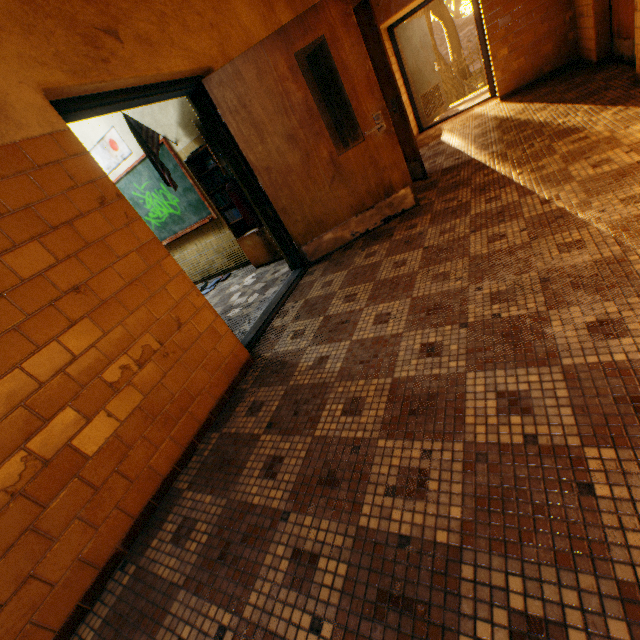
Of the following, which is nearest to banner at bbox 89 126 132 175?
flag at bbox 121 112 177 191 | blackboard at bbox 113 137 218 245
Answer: blackboard at bbox 113 137 218 245

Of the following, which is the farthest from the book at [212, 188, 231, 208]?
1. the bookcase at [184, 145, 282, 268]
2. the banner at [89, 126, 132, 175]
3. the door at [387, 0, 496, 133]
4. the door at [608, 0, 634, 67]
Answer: the door at [387, 0, 496, 133]

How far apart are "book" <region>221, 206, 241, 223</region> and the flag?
0.4m

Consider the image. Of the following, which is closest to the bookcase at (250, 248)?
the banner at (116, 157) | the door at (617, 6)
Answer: the banner at (116, 157)

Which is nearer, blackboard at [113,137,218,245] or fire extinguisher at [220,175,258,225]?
fire extinguisher at [220,175,258,225]

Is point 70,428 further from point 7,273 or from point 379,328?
point 379,328

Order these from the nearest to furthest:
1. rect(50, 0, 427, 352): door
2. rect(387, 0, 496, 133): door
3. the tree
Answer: rect(50, 0, 427, 352): door → rect(387, 0, 496, 133): door → the tree

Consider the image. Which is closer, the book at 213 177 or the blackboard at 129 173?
the book at 213 177
